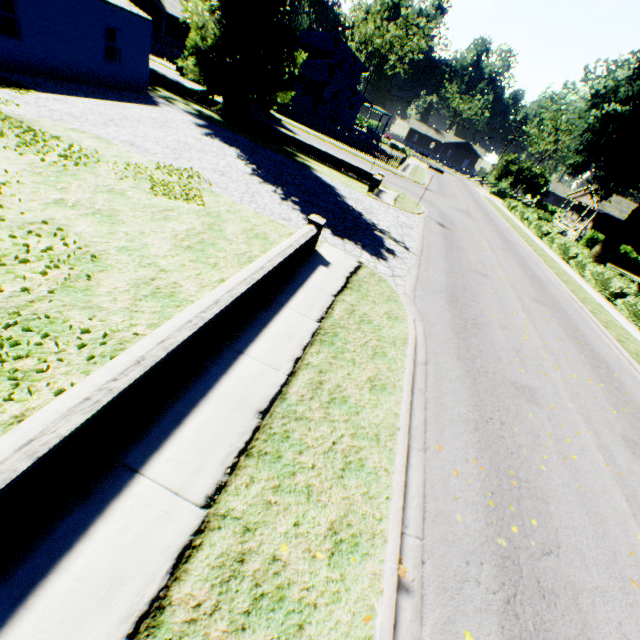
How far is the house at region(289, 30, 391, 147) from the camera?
36.44m

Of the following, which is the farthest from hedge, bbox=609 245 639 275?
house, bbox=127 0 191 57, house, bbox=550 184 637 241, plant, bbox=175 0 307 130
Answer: house, bbox=127 0 191 57

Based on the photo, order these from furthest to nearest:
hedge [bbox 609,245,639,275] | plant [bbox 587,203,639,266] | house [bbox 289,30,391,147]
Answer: hedge [bbox 609,245,639,275] < house [bbox 289,30,391,147] < plant [bbox 587,203,639,266]

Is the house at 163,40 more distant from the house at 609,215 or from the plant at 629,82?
the house at 609,215

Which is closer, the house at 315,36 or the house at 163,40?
the house at 315,36

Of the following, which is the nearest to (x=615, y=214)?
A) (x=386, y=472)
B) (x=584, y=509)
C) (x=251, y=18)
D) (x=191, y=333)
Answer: (x=251, y=18)

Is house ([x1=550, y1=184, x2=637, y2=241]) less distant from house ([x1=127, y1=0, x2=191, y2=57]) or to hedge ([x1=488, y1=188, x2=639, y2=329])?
hedge ([x1=488, y1=188, x2=639, y2=329])
